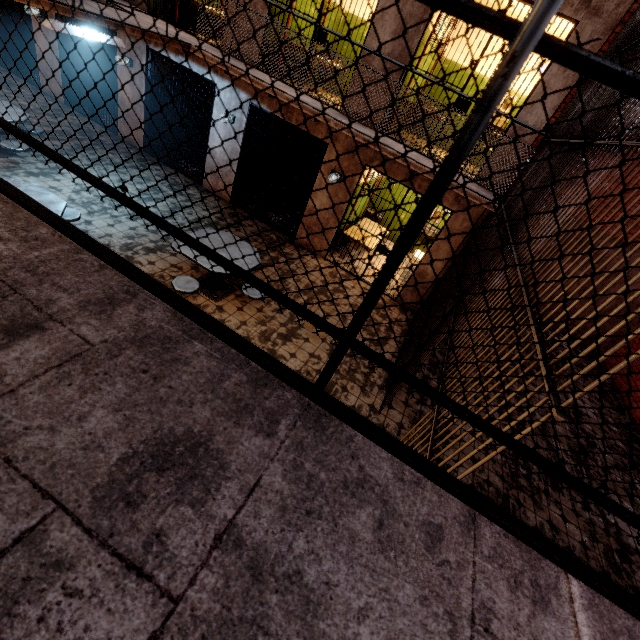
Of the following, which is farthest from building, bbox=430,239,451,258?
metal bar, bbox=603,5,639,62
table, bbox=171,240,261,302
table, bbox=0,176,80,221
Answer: table, bbox=0,176,80,221

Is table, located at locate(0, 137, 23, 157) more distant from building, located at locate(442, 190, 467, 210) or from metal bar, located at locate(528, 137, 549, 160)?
metal bar, located at locate(528, 137, 549, 160)

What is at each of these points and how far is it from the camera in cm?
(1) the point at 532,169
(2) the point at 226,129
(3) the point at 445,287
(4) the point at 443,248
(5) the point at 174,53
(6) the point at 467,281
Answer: (1) metal bar, 466
(2) building, 764
(3) metal bar, 576
(4) building, 686
(5) building, 733
(6) metal bar, 430

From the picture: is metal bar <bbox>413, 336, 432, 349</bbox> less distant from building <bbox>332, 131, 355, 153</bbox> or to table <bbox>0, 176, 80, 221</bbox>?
building <bbox>332, 131, 355, 153</bbox>

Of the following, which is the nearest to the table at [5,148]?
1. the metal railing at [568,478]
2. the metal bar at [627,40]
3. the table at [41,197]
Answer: the table at [41,197]

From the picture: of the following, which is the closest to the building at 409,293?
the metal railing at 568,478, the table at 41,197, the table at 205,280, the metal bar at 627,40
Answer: the metal bar at 627,40

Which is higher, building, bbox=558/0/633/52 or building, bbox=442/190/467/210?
building, bbox=558/0/633/52

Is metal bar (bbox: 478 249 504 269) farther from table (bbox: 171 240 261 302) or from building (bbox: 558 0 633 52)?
table (bbox: 171 240 261 302)
